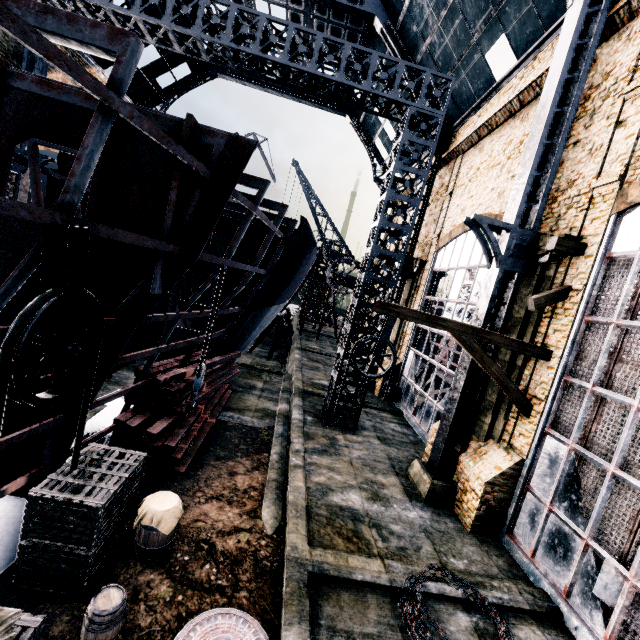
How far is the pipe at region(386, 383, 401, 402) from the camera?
20.9 meters

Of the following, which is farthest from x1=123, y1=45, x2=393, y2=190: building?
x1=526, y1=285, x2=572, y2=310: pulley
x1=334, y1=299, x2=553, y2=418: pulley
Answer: x1=334, y1=299, x2=553, y2=418: pulley

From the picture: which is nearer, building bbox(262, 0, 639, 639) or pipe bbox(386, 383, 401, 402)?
building bbox(262, 0, 639, 639)

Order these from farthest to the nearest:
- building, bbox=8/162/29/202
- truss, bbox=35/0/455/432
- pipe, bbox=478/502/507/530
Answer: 1. building, bbox=8/162/29/202
2. truss, bbox=35/0/455/432
3. pipe, bbox=478/502/507/530

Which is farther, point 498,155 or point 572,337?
point 498,155

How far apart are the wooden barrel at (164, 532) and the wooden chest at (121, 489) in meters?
0.3

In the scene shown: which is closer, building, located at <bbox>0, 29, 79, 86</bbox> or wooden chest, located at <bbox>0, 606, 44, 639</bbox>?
wooden chest, located at <bbox>0, 606, 44, 639</bbox>

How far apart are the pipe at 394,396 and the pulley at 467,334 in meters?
10.8
